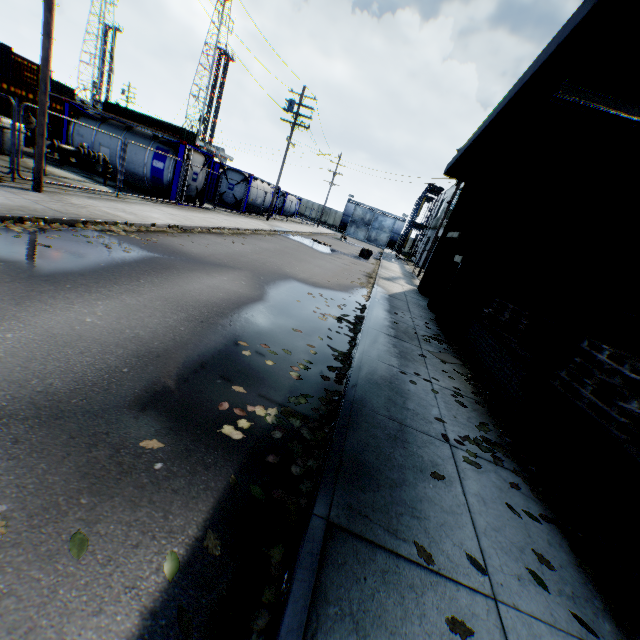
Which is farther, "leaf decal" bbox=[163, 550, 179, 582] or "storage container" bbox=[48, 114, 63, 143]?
"storage container" bbox=[48, 114, 63, 143]

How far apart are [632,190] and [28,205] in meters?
14.5

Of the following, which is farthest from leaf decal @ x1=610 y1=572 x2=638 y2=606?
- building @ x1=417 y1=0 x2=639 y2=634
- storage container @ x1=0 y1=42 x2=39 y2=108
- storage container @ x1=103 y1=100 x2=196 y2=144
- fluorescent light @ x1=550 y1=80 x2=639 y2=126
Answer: storage container @ x1=103 y1=100 x2=196 y2=144

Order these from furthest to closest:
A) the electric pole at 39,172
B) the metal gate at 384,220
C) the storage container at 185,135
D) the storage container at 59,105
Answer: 1. the metal gate at 384,220
2. the storage container at 185,135
3. the storage container at 59,105
4. the electric pole at 39,172

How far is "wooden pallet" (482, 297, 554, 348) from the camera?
7.0 meters

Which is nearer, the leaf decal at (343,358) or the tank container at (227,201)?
the leaf decal at (343,358)

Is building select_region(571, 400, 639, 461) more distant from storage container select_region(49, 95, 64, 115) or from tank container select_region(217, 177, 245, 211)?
storage container select_region(49, 95, 64, 115)

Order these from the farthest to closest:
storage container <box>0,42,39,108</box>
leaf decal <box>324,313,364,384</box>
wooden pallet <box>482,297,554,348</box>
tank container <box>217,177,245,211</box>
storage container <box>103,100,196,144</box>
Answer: storage container <box>103,100,196,144</box>
tank container <box>217,177,245,211</box>
storage container <box>0,42,39,108</box>
wooden pallet <box>482,297,554,348</box>
leaf decal <box>324,313,364,384</box>
